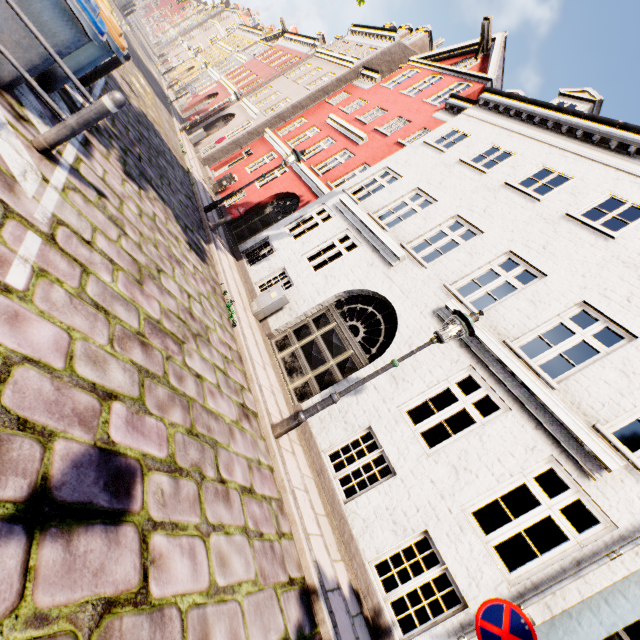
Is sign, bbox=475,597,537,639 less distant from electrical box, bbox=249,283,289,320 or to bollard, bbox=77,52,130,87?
electrical box, bbox=249,283,289,320

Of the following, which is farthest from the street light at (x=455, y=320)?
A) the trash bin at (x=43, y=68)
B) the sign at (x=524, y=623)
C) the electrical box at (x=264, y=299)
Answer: the trash bin at (x=43, y=68)

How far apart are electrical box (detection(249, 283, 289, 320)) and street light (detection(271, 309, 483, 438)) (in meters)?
4.22

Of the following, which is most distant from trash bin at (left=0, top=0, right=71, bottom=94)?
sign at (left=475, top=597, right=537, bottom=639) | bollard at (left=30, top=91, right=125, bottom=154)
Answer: sign at (left=475, top=597, right=537, bottom=639)

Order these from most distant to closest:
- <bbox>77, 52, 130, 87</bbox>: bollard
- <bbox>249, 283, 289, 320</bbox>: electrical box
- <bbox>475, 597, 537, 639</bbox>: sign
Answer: <bbox>249, 283, 289, 320</bbox>: electrical box < <bbox>77, 52, 130, 87</bbox>: bollard < <bbox>475, 597, 537, 639</bbox>: sign

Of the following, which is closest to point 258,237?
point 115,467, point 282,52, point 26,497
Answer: point 115,467

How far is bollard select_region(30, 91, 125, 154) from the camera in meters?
3.5

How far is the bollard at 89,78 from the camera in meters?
6.1 m
